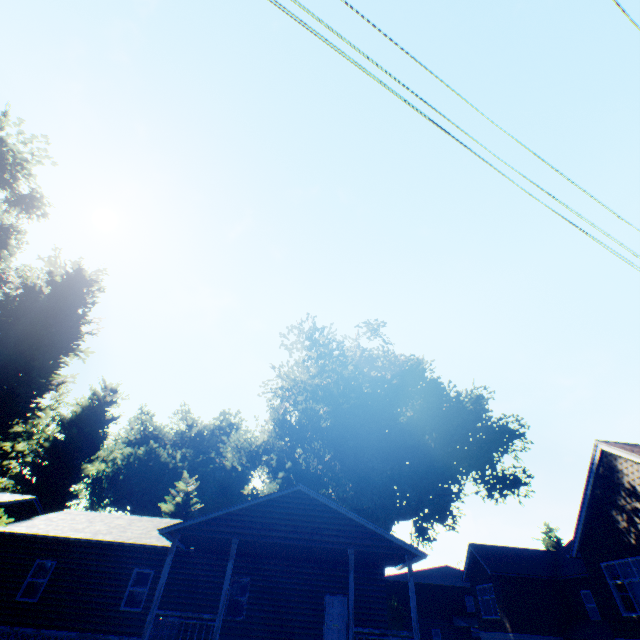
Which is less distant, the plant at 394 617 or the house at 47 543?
the house at 47 543

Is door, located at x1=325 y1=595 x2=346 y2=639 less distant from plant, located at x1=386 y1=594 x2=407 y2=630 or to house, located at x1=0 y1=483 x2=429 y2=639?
house, located at x1=0 y1=483 x2=429 y2=639

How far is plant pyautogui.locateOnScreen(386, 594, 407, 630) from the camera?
35.72m

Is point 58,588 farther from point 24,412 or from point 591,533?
point 591,533

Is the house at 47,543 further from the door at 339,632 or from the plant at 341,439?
the plant at 341,439

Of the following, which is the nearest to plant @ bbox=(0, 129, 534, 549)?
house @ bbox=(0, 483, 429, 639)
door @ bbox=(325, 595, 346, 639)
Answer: house @ bbox=(0, 483, 429, 639)
